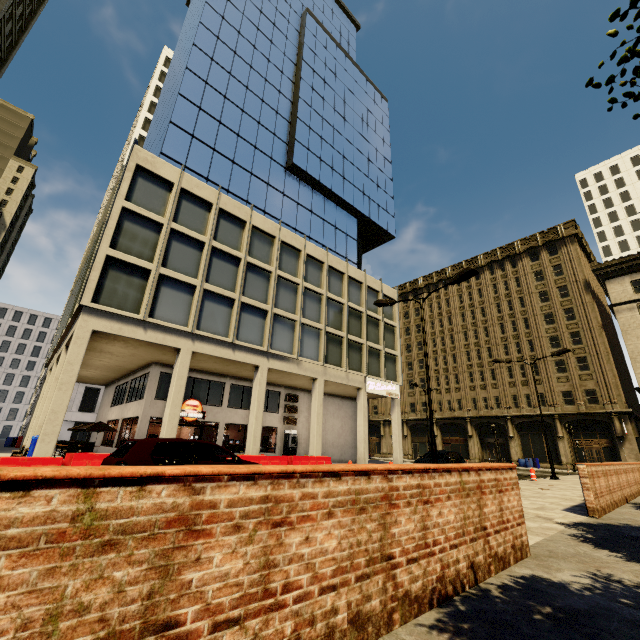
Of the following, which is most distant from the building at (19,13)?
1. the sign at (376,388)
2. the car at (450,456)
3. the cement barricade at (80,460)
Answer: the car at (450,456)

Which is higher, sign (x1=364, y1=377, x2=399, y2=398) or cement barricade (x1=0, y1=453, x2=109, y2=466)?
sign (x1=364, y1=377, x2=399, y2=398)

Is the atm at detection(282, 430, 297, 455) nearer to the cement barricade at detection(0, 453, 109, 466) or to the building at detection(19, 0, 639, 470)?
the building at detection(19, 0, 639, 470)

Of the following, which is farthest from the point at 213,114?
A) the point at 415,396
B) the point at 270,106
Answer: the point at 415,396

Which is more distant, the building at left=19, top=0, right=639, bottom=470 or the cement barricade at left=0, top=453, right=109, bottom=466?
the building at left=19, top=0, right=639, bottom=470

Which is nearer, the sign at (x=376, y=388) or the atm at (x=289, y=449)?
the atm at (x=289, y=449)

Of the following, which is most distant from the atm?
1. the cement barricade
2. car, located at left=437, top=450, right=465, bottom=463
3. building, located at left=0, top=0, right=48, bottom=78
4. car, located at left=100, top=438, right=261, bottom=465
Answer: car, located at left=100, top=438, right=261, bottom=465

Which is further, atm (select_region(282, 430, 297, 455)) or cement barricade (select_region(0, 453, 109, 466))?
atm (select_region(282, 430, 297, 455))
